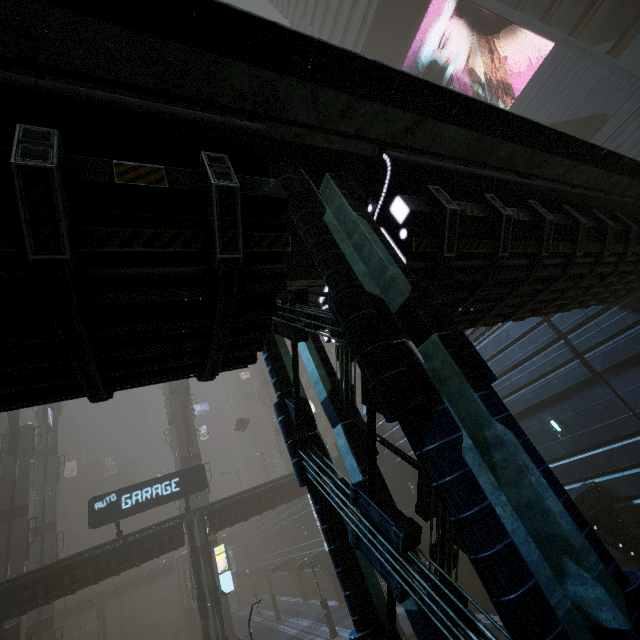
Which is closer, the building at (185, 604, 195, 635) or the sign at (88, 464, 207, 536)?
the sign at (88, 464, 207, 536)

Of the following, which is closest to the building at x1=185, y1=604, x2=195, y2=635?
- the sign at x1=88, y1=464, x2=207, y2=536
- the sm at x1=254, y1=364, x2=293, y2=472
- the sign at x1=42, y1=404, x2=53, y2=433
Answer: the sm at x1=254, y1=364, x2=293, y2=472

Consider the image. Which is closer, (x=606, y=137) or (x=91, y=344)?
(x=91, y=344)

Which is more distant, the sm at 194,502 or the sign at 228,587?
the sm at 194,502

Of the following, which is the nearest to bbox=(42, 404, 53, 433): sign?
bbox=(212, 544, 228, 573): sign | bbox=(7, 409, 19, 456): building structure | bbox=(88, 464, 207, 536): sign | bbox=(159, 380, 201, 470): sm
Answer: bbox=(7, 409, 19, 456): building structure

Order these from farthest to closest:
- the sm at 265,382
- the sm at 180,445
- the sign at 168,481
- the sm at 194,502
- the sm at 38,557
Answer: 1. the sm at 265,382
2. the sm at 180,445
3. the sm at 194,502
4. the sm at 38,557
5. the sign at 168,481

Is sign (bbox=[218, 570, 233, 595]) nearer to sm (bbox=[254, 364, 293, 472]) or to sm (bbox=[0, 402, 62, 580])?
sm (bbox=[0, 402, 62, 580])

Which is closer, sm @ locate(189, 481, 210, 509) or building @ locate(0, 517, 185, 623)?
building @ locate(0, 517, 185, 623)
